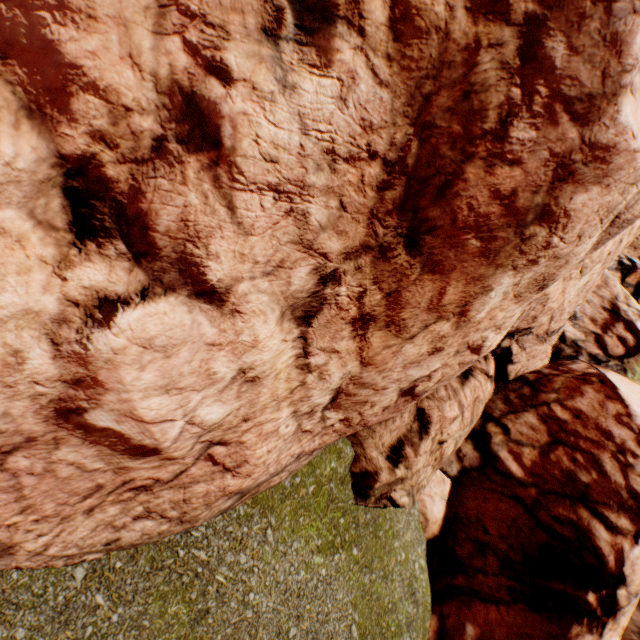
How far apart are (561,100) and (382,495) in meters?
3.9
